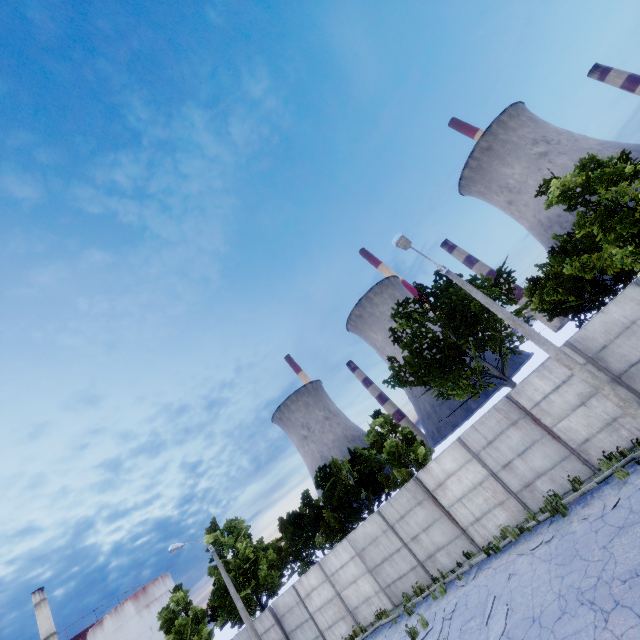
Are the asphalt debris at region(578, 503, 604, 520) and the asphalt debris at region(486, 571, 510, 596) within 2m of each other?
no

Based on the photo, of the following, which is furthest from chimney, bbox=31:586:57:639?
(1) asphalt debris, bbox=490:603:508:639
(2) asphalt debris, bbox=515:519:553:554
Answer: (2) asphalt debris, bbox=515:519:553:554

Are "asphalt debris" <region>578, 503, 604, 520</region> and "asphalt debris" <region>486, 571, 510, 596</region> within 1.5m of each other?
no

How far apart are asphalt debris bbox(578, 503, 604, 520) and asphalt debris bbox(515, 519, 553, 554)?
1.27m

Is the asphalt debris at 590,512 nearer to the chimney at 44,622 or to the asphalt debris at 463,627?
the asphalt debris at 463,627

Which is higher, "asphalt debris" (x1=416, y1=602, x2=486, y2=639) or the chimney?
the chimney

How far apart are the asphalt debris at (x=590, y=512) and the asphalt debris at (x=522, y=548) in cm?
127

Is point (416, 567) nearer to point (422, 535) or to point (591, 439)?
point (422, 535)
